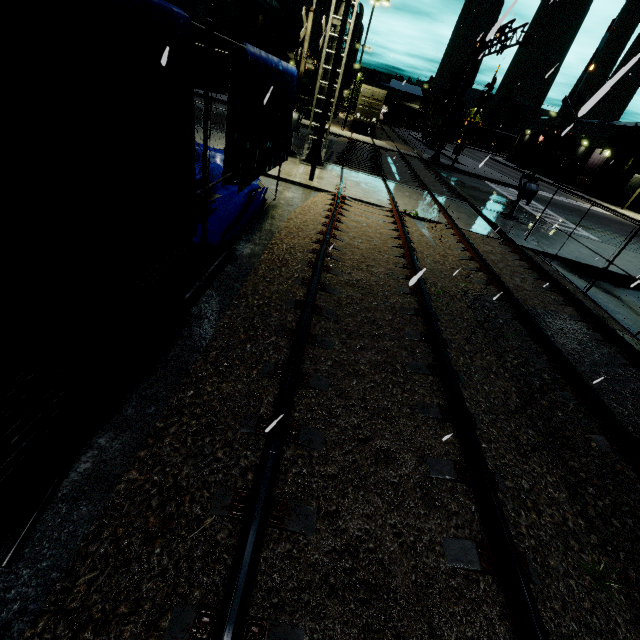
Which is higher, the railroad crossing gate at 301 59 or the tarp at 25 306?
the railroad crossing gate at 301 59

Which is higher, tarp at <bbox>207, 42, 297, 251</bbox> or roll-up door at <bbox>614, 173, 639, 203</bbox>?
roll-up door at <bbox>614, 173, 639, 203</bbox>

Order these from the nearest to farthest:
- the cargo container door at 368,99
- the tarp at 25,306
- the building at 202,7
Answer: the tarp at 25,306
the building at 202,7
the cargo container door at 368,99

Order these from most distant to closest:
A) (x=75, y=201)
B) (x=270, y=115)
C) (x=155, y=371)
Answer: (x=270, y=115)
(x=155, y=371)
(x=75, y=201)

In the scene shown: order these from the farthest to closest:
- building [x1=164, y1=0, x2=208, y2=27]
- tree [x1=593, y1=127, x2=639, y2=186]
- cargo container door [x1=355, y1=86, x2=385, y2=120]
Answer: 1. tree [x1=593, y1=127, x2=639, y2=186]
2. cargo container door [x1=355, y1=86, x2=385, y2=120]
3. building [x1=164, y1=0, x2=208, y2=27]

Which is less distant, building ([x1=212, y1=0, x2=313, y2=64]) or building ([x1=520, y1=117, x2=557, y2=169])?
building ([x1=212, y1=0, x2=313, y2=64])

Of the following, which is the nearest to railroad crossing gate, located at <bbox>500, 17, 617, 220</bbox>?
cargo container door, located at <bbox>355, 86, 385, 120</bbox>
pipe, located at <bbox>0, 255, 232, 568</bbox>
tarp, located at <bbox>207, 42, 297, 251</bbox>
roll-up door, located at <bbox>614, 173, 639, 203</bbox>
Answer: tarp, located at <bbox>207, 42, 297, 251</bbox>

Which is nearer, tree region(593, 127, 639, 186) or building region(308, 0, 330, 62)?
tree region(593, 127, 639, 186)
